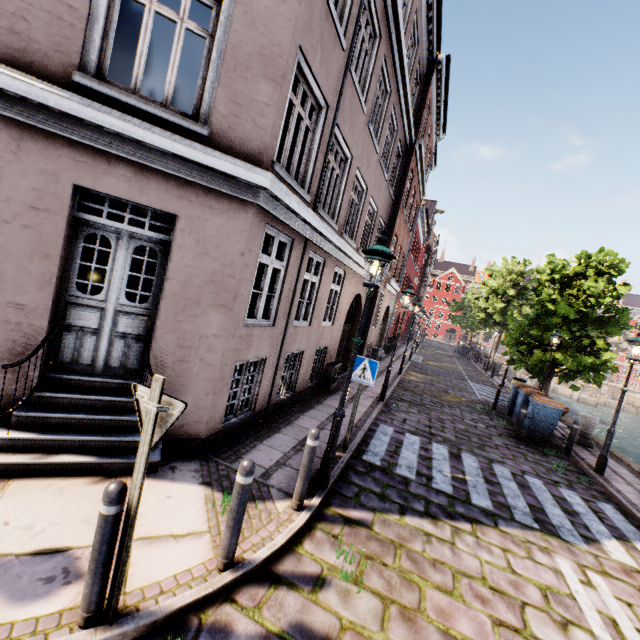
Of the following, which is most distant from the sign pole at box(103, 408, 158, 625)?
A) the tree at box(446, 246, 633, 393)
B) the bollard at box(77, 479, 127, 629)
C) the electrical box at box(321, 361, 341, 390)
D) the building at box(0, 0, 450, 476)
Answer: the electrical box at box(321, 361, 341, 390)

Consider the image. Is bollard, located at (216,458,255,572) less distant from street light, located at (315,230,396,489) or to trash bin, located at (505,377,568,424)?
street light, located at (315,230,396,489)

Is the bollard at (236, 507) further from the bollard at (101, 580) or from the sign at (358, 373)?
the sign at (358, 373)

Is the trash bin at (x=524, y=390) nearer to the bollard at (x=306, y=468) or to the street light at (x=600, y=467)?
the street light at (x=600, y=467)

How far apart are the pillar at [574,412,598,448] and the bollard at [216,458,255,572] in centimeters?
1264cm

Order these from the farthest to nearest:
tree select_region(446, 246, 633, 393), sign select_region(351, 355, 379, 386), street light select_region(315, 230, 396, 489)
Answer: tree select_region(446, 246, 633, 393), sign select_region(351, 355, 379, 386), street light select_region(315, 230, 396, 489)

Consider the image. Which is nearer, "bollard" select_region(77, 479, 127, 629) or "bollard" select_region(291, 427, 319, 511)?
"bollard" select_region(77, 479, 127, 629)

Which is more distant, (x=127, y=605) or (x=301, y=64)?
(x=301, y=64)
